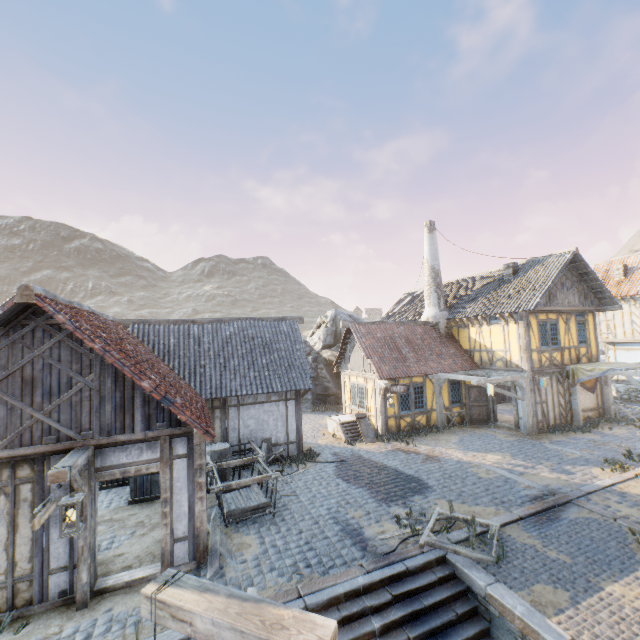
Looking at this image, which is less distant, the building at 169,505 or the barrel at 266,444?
the building at 169,505

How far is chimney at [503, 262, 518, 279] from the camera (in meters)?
17.86

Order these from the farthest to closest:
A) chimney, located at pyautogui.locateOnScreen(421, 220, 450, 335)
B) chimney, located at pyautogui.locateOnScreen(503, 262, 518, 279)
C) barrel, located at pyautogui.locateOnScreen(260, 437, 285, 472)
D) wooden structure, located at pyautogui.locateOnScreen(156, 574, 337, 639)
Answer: chimney, located at pyautogui.locateOnScreen(421, 220, 450, 335) < chimney, located at pyautogui.locateOnScreen(503, 262, 518, 279) < barrel, located at pyautogui.locateOnScreen(260, 437, 285, 472) < wooden structure, located at pyautogui.locateOnScreen(156, 574, 337, 639)

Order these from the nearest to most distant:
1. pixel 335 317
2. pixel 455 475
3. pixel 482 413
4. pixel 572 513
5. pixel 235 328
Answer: pixel 572 513 < pixel 455 475 < pixel 235 328 < pixel 482 413 < pixel 335 317

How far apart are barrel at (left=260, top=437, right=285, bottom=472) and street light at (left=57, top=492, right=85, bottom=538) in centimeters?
703cm

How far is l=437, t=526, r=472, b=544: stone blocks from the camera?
7.5 meters

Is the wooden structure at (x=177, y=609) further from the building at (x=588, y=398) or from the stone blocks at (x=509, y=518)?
the building at (x=588, y=398)

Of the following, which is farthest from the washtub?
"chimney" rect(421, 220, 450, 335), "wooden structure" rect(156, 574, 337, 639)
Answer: "wooden structure" rect(156, 574, 337, 639)
